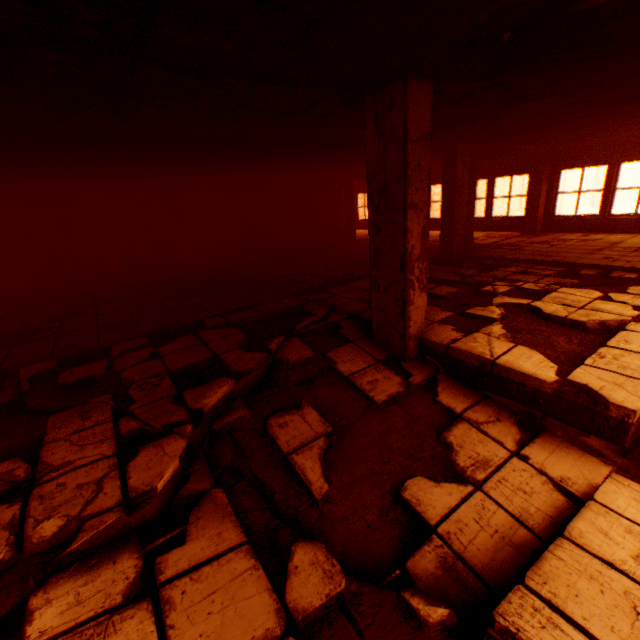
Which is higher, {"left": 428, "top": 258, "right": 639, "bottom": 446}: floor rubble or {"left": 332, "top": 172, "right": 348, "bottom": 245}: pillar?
{"left": 332, "top": 172, "right": 348, "bottom": 245}: pillar

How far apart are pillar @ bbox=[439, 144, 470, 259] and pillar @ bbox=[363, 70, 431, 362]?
5.0 meters

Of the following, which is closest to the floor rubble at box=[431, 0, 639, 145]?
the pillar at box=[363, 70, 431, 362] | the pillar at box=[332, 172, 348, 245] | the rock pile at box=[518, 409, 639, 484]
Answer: the pillar at box=[363, 70, 431, 362]

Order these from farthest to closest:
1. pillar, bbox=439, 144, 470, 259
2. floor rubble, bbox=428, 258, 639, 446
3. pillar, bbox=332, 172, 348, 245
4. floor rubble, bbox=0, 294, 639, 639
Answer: pillar, bbox=332, 172, 348, 245 < pillar, bbox=439, 144, 470, 259 < floor rubble, bbox=428, 258, 639, 446 < floor rubble, bbox=0, 294, 639, 639

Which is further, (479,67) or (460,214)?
(460,214)

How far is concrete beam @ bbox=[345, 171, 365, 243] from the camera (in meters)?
12.11

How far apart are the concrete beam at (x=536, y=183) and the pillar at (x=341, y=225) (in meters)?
4.90

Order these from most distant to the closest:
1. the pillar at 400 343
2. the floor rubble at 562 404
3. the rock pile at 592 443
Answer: the rock pile at 592 443, the pillar at 400 343, the floor rubble at 562 404
